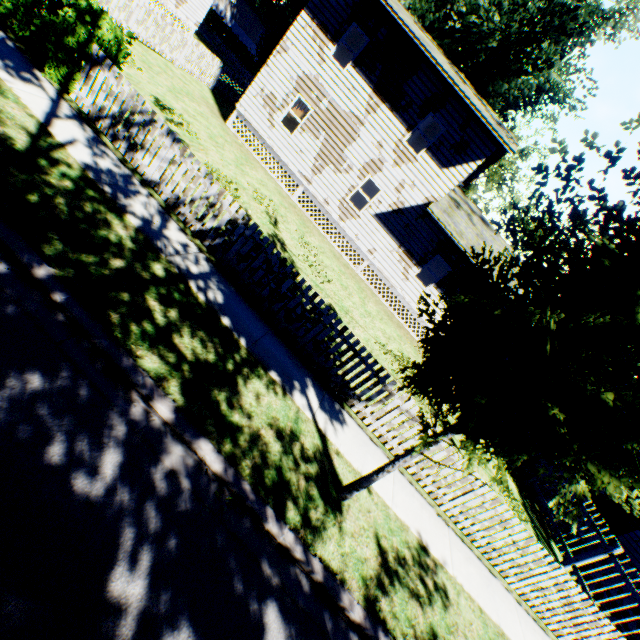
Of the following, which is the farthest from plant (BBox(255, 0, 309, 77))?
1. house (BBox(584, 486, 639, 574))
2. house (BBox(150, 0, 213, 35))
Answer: house (BBox(584, 486, 639, 574))

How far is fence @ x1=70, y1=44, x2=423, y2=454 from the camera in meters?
6.7 m

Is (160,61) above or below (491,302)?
below

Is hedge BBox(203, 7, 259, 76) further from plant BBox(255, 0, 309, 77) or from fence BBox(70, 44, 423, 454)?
fence BBox(70, 44, 423, 454)

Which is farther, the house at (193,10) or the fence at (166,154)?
the house at (193,10)

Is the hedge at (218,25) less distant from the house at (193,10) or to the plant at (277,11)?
the plant at (277,11)

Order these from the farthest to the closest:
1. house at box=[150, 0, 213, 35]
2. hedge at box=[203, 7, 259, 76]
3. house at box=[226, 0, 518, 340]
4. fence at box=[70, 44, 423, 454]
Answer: hedge at box=[203, 7, 259, 76]
house at box=[150, 0, 213, 35]
house at box=[226, 0, 518, 340]
fence at box=[70, 44, 423, 454]

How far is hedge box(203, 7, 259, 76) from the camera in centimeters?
4928cm
